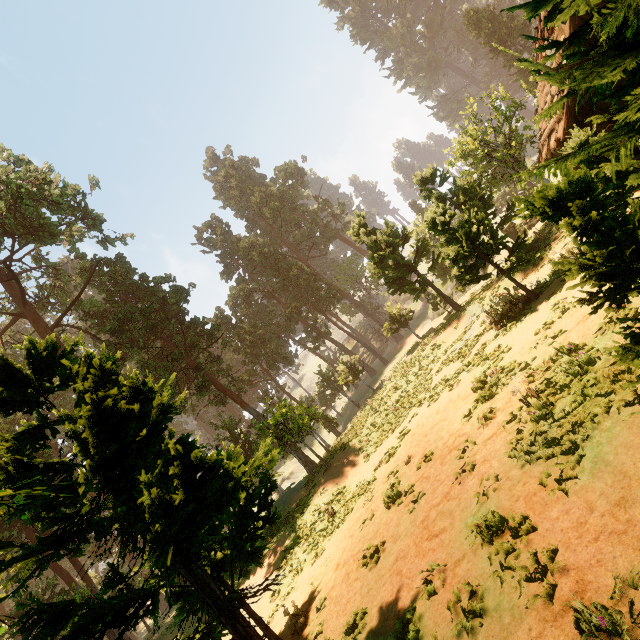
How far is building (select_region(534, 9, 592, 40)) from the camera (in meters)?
10.30

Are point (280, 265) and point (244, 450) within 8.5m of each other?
no

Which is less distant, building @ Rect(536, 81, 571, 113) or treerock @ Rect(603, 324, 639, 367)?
treerock @ Rect(603, 324, 639, 367)

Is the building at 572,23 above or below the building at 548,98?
above

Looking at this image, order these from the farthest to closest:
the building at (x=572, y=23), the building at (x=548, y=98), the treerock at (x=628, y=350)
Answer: the building at (x=548, y=98) < the building at (x=572, y=23) < the treerock at (x=628, y=350)

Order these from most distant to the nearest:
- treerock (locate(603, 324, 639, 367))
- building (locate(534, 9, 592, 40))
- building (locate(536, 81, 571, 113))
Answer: building (locate(536, 81, 571, 113)) → building (locate(534, 9, 592, 40)) → treerock (locate(603, 324, 639, 367))
